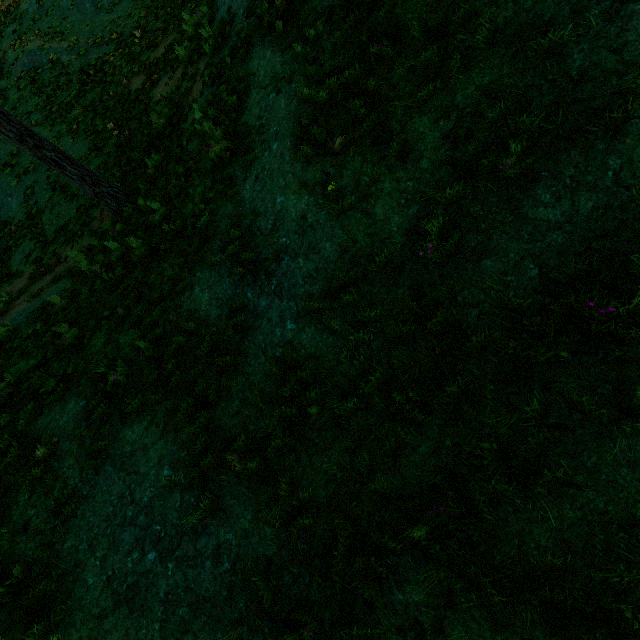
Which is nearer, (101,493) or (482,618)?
(482,618)
